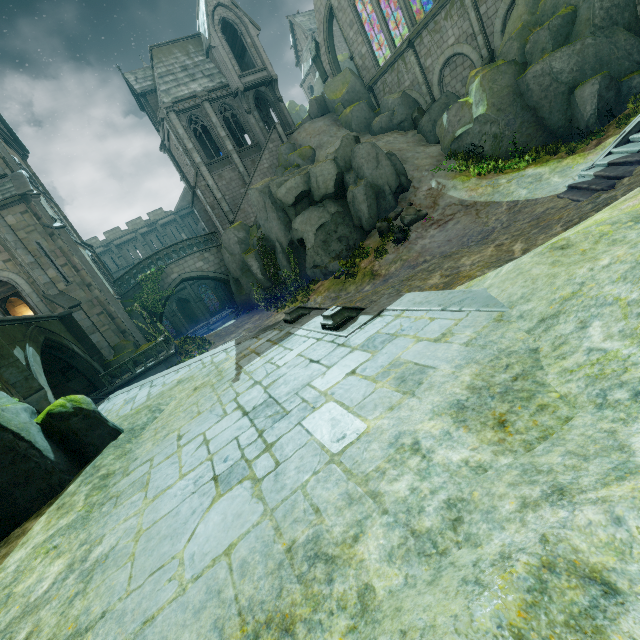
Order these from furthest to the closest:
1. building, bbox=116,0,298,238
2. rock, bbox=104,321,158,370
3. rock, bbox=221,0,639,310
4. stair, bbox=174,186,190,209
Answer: stair, bbox=174,186,190,209 < building, bbox=116,0,298,238 < rock, bbox=104,321,158,370 < rock, bbox=221,0,639,310

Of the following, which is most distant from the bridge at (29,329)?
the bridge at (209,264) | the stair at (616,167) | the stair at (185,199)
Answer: the stair at (185,199)

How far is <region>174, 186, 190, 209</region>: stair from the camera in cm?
4569

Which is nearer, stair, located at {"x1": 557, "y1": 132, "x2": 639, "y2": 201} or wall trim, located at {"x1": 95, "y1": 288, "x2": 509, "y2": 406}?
wall trim, located at {"x1": 95, "y1": 288, "x2": 509, "y2": 406}

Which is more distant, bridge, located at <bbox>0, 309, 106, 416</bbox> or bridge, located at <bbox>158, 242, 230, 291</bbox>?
bridge, located at <bbox>158, 242, 230, 291</bbox>

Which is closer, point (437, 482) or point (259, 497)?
point (437, 482)

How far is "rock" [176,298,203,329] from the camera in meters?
47.8 m

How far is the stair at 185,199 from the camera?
45.7 meters
